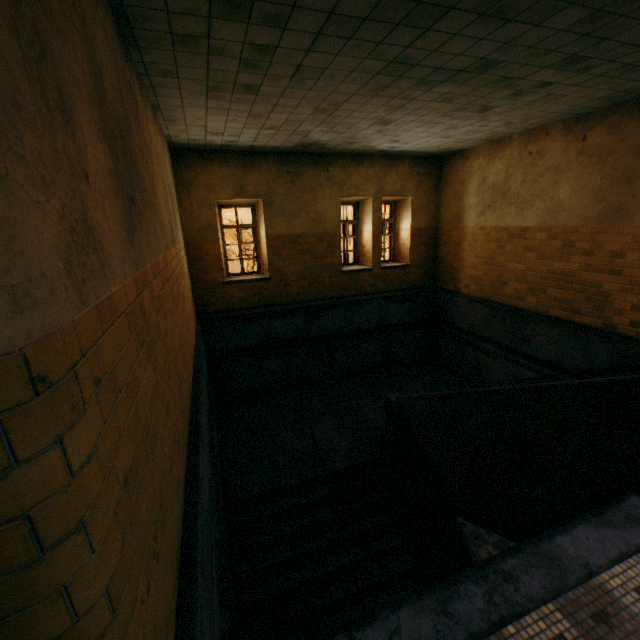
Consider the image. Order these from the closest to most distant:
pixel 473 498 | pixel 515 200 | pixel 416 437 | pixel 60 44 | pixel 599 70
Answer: pixel 60 44 → pixel 599 70 → pixel 473 498 → pixel 416 437 → pixel 515 200
